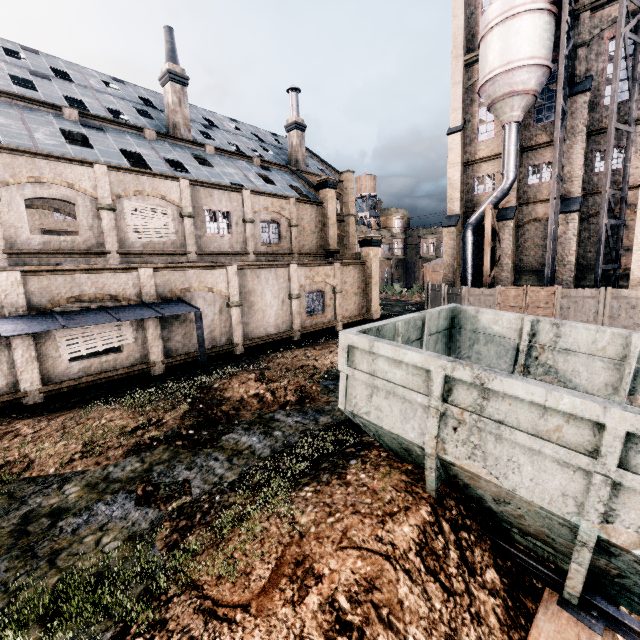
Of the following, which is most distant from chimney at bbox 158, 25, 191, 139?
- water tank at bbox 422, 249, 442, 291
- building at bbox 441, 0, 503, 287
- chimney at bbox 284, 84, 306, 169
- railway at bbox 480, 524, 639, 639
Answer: water tank at bbox 422, 249, 442, 291

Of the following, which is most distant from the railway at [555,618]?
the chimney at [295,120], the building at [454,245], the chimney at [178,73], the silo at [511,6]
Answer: the chimney at [295,120]

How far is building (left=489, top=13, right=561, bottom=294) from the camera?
26.66m

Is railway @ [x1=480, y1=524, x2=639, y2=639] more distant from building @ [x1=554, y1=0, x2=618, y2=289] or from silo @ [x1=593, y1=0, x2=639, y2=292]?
silo @ [x1=593, y1=0, x2=639, y2=292]

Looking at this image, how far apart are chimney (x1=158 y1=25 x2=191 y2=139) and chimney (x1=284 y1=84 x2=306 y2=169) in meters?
10.8 m

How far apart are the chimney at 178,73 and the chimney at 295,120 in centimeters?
1080cm

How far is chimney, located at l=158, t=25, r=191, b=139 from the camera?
23.5m

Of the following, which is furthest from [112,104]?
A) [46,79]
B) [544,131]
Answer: [544,131]
